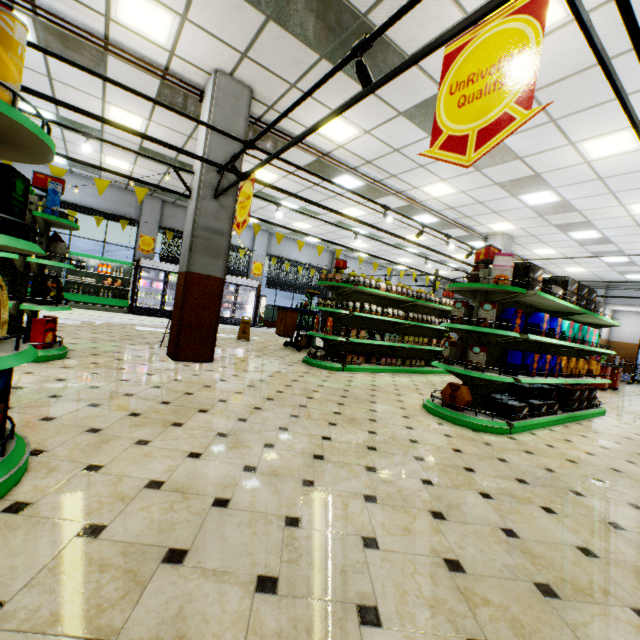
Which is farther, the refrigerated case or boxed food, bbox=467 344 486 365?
the refrigerated case

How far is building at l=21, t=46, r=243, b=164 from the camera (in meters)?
5.60

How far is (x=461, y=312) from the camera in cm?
467

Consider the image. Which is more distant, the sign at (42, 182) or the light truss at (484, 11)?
the sign at (42, 182)

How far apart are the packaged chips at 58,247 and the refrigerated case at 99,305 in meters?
8.5

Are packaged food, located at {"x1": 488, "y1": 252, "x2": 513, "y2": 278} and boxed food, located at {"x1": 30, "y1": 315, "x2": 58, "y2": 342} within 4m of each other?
no

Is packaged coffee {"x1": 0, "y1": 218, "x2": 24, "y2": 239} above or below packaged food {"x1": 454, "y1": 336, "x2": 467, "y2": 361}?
above

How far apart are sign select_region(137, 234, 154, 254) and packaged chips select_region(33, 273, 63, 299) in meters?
9.5
